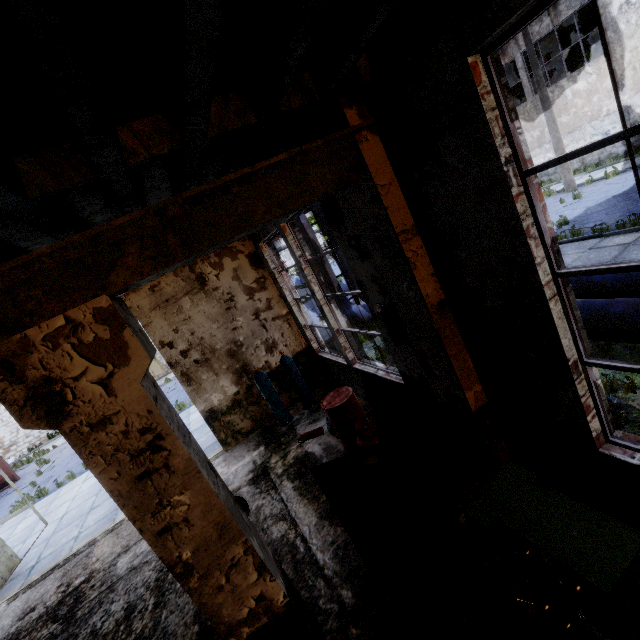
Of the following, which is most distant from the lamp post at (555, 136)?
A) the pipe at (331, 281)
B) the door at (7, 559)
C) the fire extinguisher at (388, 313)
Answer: the door at (7, 559)

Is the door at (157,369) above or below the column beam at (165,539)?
below

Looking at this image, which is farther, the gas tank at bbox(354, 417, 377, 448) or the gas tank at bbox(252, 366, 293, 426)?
the gas tank at bbox(252, 366, 293, 426)

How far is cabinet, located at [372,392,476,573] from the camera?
3.0m

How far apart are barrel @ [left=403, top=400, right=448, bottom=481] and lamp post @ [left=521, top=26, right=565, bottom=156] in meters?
18.4 m

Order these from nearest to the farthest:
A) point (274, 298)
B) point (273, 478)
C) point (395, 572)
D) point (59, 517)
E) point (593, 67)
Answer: point (395, 572) < point (273, 478) < point (274, 298) < point (59, 517) < point (593, 67)

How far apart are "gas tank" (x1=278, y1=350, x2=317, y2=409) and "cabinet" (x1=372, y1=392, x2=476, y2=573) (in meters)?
4.37

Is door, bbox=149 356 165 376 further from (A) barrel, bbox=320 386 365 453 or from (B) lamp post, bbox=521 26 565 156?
(B) lamp post, bbox=521 26 565 156
